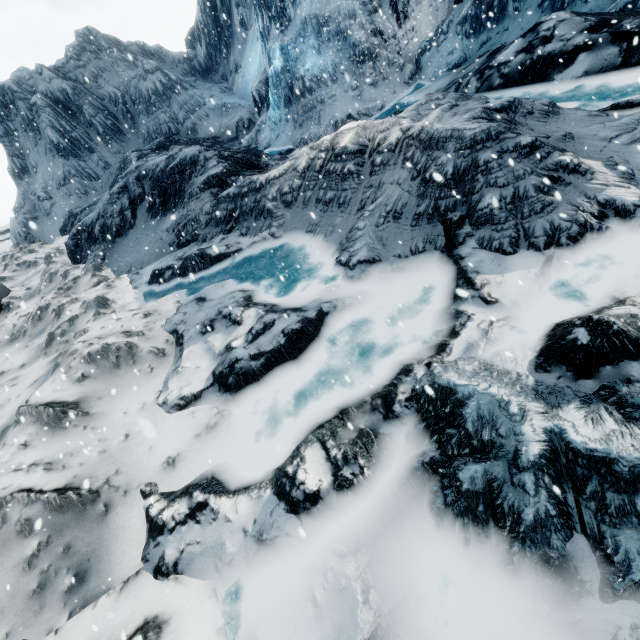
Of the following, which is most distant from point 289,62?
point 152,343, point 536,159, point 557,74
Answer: point 152,343
